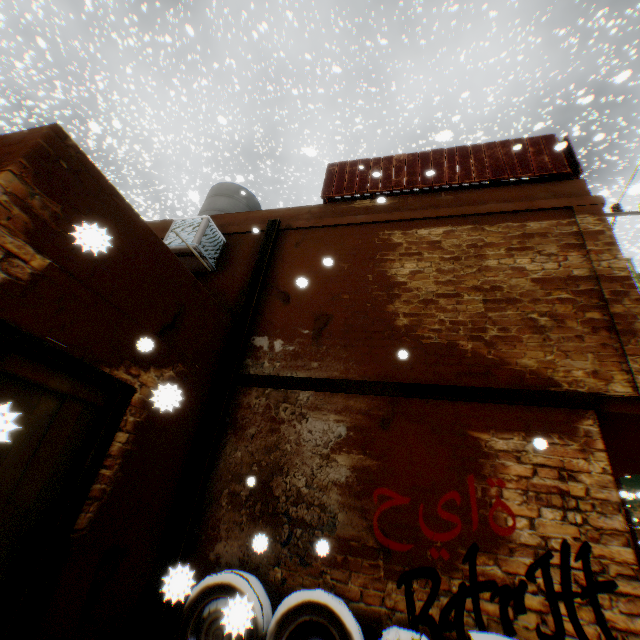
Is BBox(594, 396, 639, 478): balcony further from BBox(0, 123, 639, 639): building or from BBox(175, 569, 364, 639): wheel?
BBox(175, 569, 364, 639): wheel

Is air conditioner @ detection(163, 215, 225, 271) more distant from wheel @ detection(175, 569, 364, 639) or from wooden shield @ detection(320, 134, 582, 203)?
wheel @ detection(175, 569, 364, 639)

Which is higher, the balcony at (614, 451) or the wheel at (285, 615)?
the balcony at (614, 451)

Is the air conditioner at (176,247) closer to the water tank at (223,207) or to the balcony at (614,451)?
the balcony at (614,451)

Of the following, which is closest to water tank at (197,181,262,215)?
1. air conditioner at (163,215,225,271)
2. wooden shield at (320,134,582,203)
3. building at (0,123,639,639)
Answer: building at (0,123,639,639)

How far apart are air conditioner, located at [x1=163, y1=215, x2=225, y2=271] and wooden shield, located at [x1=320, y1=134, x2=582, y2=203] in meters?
0.6

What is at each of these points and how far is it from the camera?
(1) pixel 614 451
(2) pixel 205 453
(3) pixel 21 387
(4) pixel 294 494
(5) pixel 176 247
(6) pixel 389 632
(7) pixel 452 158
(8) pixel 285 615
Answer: (1) balcony, 5.14m
(2) wooden beam, 4.39m
(3) door, 2.49m
(4) building, 4.01m
(5) air conditioner, 5.99m
(6) trash bag, 2.97m
(7) wooden shield, 6.50m
(8) wheel, 3.17m

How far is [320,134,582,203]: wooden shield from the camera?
5.88m
